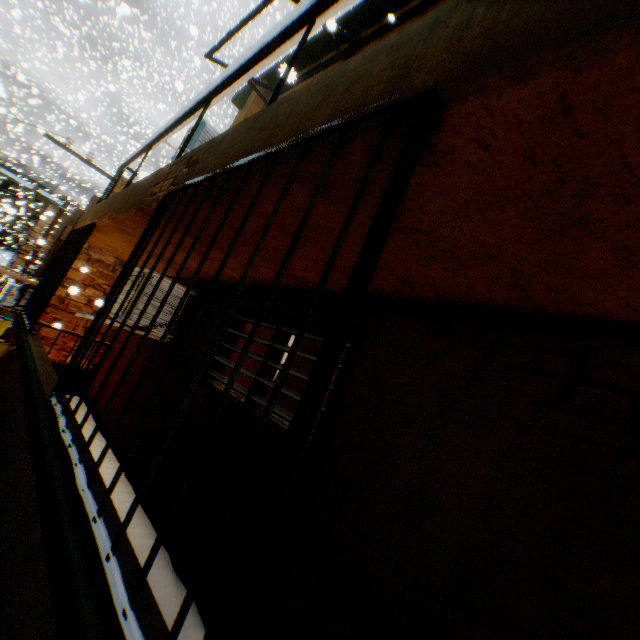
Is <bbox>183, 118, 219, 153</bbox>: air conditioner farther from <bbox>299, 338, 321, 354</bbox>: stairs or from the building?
<bbox>299, 338, 321, 354</bbox>: stairs

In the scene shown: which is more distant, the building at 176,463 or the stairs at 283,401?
the stairs at 283,401

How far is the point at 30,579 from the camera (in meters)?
1.30

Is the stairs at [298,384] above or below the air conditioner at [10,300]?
above

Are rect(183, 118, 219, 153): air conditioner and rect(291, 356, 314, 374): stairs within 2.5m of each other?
no

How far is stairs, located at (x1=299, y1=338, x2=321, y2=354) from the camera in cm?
516

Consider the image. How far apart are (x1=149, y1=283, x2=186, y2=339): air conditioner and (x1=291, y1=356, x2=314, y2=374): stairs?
1.7m
